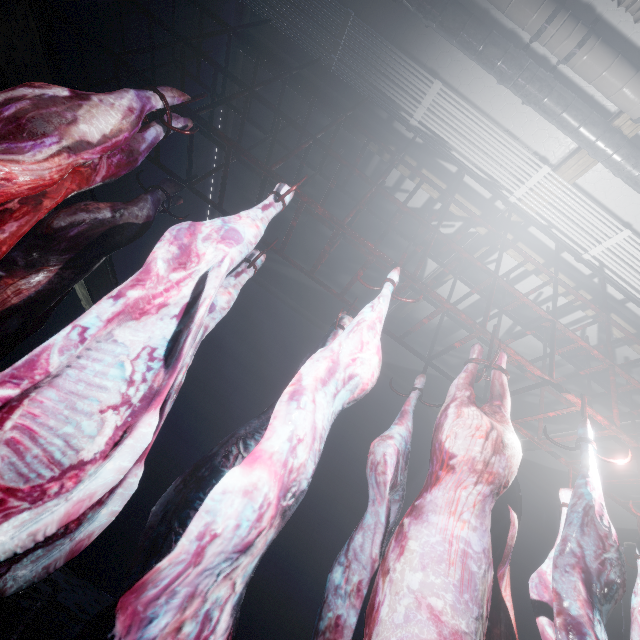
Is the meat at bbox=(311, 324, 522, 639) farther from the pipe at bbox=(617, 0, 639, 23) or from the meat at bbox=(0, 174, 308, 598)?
the pipe at bbox=(617, 0, 639, 23)

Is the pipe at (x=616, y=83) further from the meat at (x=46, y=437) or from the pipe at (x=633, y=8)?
the meat at (x=46, y=437)

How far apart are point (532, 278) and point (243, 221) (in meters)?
3.34

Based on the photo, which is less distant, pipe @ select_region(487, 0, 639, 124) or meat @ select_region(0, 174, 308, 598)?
meat @ select_region(0, 174, 308, 598)

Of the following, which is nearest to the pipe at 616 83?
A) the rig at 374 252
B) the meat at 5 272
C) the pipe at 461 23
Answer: the pipe at 461 23

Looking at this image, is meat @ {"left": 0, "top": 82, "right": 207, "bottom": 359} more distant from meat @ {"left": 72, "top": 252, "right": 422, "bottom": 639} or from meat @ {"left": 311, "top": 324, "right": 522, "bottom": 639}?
meat @ {"left": 311, "top": 324, "right": 522, "bottom": 639}

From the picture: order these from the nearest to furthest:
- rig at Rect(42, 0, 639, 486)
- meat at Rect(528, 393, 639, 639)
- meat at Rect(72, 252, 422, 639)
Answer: meat at Rect(72, 252, 422, 639) < meat at Rect(528, 393, 639, 639) < rig at Rect(42, 0, 639, 486)

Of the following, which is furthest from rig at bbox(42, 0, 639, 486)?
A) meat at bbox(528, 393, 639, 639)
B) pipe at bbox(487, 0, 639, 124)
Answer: pipe at bbox(487, 0, 639, 124)
